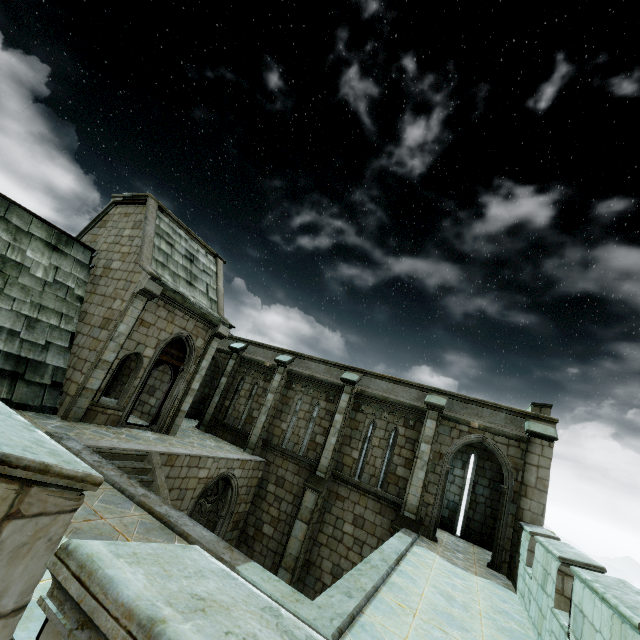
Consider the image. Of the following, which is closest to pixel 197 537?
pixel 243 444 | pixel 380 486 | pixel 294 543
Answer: pixel 294 543
